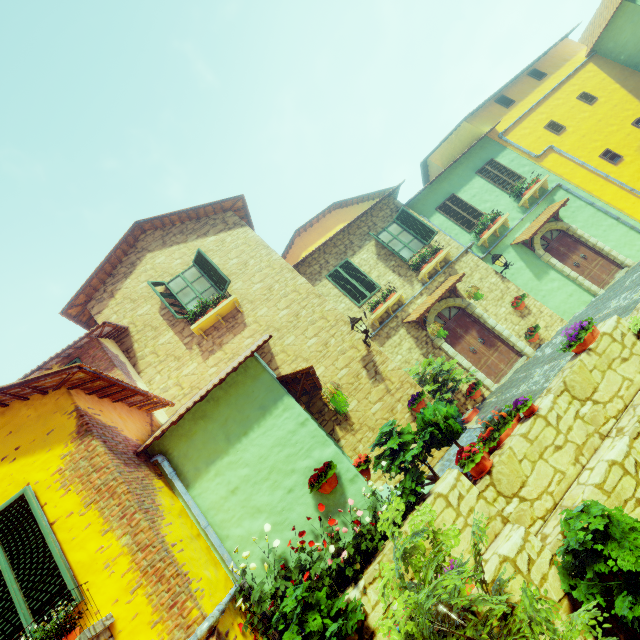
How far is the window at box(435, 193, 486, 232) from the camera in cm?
1245

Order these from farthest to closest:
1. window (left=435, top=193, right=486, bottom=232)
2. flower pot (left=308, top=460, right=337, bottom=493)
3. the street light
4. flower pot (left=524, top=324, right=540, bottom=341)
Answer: window (left=435, top=193, right=486, bottom=232) < flower pot (left=524, top=324, right=540, bottom=341) < the street light < flower pot (left=308, top=460, right=337, bottom=493)

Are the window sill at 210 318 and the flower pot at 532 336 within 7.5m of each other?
no

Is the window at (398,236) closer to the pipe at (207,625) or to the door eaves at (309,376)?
the door eaves at (309,376)

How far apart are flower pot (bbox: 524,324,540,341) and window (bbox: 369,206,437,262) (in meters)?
4.28

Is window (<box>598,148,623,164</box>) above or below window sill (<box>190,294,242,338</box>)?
below

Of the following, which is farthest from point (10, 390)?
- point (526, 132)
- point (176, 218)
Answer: point (526, 132)

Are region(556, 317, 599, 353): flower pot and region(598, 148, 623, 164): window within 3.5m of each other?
no
